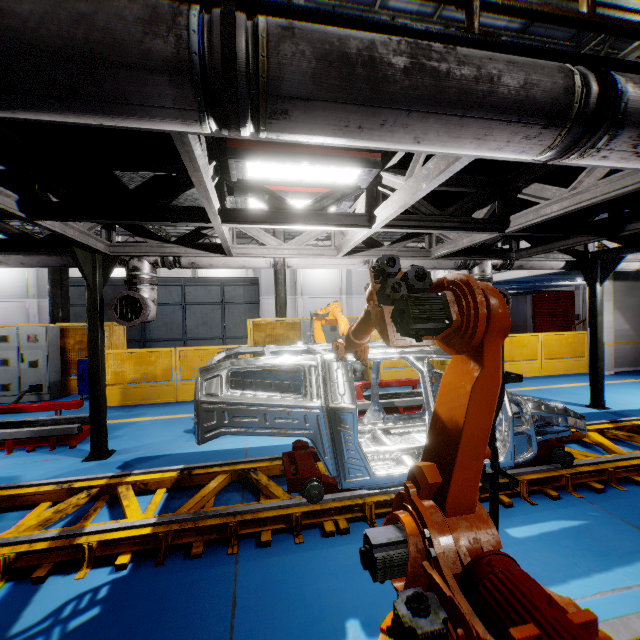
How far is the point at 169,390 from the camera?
8.90m

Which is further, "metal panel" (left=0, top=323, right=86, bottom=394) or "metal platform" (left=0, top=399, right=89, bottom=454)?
"metal panel" (left=0, top=323, right=86, bottom=394)

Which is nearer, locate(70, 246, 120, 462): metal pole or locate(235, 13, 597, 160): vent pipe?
locate(235, 13, 597, 160): vent pipe

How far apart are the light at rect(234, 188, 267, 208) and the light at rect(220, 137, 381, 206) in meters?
0.4

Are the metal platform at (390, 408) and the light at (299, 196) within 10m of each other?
yes

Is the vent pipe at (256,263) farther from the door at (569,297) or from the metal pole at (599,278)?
the door at (569,297)

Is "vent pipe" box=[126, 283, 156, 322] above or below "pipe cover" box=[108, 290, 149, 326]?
above

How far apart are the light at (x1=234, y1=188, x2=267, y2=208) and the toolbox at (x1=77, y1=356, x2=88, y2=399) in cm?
755
